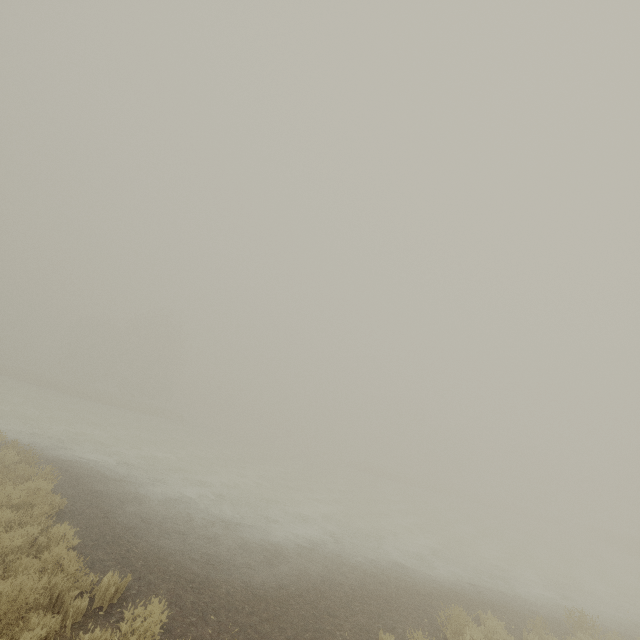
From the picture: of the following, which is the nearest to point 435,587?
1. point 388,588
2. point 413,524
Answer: point 388,588
